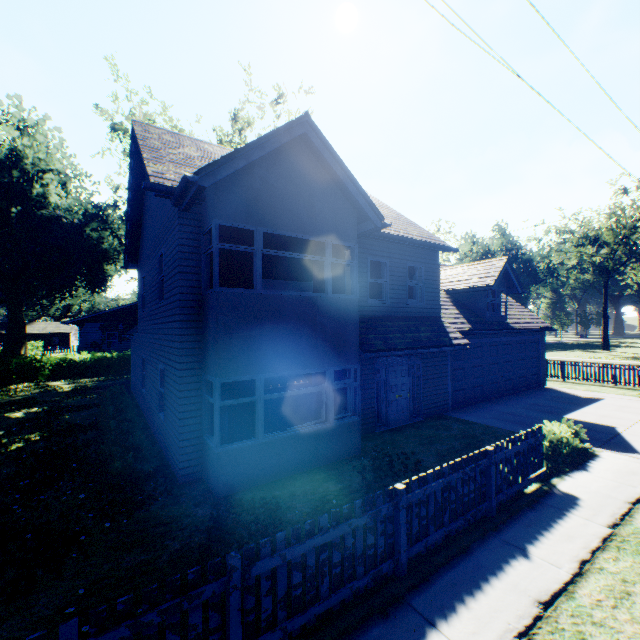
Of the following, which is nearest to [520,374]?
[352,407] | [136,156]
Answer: [352,407]

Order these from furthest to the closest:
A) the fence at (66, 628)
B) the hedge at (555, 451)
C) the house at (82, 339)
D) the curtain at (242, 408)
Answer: the house at (82, 339), the hedge at (555, 451), the curtain at (242, 408), the fence at (66, 628)

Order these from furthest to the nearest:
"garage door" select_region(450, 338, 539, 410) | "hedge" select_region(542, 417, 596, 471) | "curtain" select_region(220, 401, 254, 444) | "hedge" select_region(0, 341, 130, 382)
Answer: "hedge" select_region(0, 341, 130, 382) < "garage door" select_region(450, 338, 539, 410) < "hedge" select_region(542, 417, 596, 471) < "curtain" select_region(220, 401, 254, 444)

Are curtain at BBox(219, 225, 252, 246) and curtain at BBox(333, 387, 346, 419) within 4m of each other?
yes

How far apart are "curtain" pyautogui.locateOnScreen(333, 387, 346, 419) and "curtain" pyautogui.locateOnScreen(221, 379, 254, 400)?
1.86m

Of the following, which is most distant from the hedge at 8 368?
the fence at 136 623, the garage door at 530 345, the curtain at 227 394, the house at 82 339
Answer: the garage door at 530 345

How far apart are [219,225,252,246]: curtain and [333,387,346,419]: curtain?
3.1m

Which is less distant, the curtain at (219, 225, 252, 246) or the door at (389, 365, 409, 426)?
the curtain at (219, 225, 252, 246)
